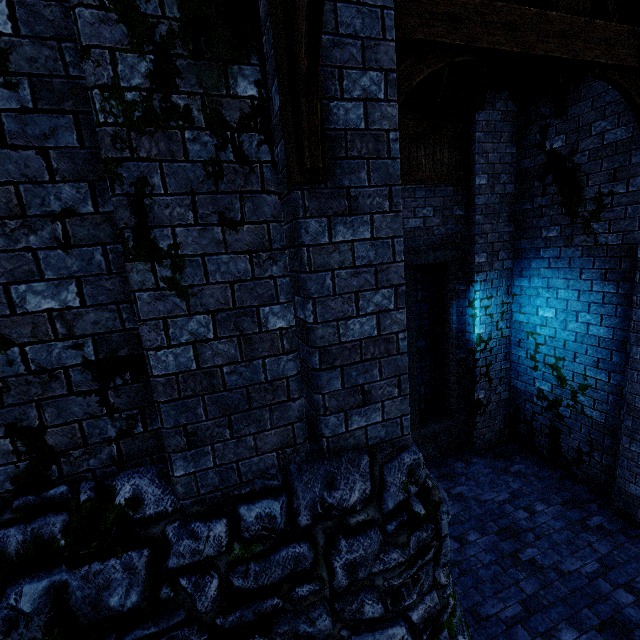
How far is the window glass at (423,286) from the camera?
6.9 meters

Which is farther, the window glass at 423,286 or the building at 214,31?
the window glass at 423,286

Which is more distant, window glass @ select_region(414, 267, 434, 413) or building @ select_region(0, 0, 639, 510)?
window glass @ select_region(414, 267, 434, 413)

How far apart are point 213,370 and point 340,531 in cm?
156

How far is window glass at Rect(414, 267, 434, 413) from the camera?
6.9 meters
